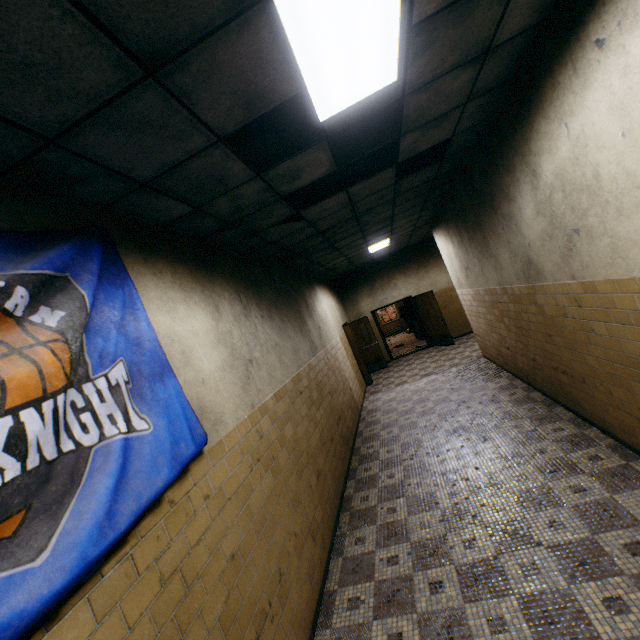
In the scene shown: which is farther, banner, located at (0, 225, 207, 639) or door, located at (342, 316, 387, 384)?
door, located at (342, 316, 387, 384)

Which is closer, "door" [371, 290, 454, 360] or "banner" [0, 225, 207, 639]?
"banner" [0, 225, 207, 639]

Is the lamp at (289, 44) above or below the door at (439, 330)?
above

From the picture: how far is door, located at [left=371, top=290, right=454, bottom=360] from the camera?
11.5 meters

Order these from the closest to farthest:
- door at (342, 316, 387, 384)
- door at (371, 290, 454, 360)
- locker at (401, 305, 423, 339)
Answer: door at (342, 316, 387, 384) → door at (371, 290, 454, 360) → locker at (401, 305, 423, 339)

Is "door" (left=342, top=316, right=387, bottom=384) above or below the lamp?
below

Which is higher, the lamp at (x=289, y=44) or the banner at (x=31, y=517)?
the lamp at (x=289, y=44)

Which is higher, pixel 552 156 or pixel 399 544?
pixel 552 156
